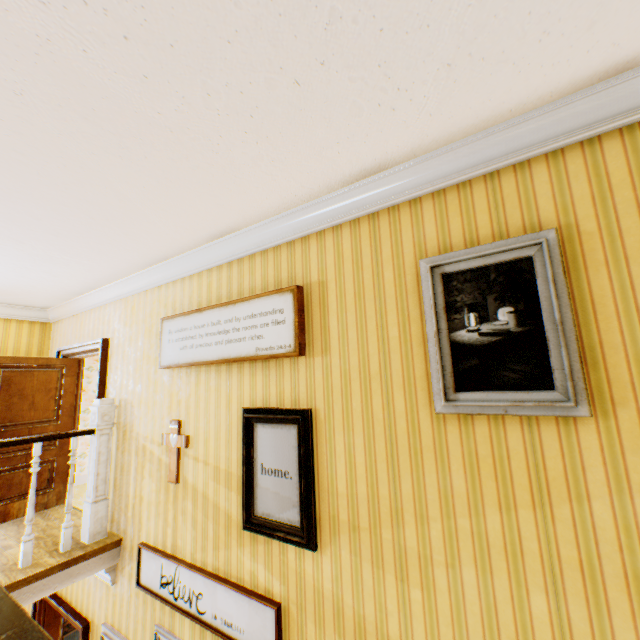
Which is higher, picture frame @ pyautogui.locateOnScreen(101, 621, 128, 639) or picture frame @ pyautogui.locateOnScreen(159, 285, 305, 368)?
picture frame @ pyautogui.locateOnScreen(159, 285, 305, 368)

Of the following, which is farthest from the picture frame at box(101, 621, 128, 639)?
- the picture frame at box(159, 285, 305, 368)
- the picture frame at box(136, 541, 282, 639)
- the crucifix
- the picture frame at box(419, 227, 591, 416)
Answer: the picture frame at box(419, 227, 591, 416)

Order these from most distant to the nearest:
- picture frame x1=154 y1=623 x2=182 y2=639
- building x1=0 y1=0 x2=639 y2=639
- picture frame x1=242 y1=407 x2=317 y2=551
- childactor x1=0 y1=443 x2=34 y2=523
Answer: childactor x1=0 y1=443 x2=34 y2=523 → picture frame x1=154 y1=623 x2=182 y2=639 → picture frame x1=242 y1=407 x2=317 y2=551 → building x1=0 y1=0 x2=639 y2=639

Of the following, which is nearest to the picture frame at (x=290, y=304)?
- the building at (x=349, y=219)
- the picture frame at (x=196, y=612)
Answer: the building at (x=349, y=219)

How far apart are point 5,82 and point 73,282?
3.6 meters

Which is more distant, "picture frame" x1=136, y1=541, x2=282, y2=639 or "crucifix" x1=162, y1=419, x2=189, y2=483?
"crucifix" x1=162, y1=419, x2=189, y2=483

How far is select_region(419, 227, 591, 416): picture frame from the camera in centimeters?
168cm

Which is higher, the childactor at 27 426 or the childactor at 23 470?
the childactor at 27 426
